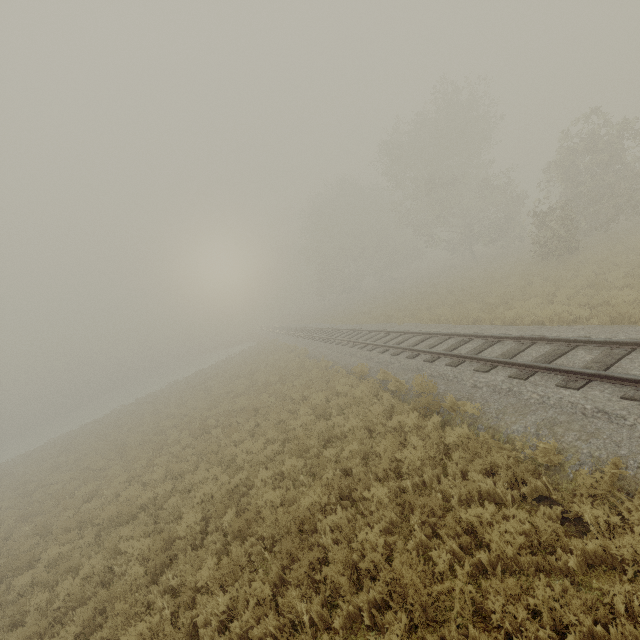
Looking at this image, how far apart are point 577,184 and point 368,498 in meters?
23.8 m
